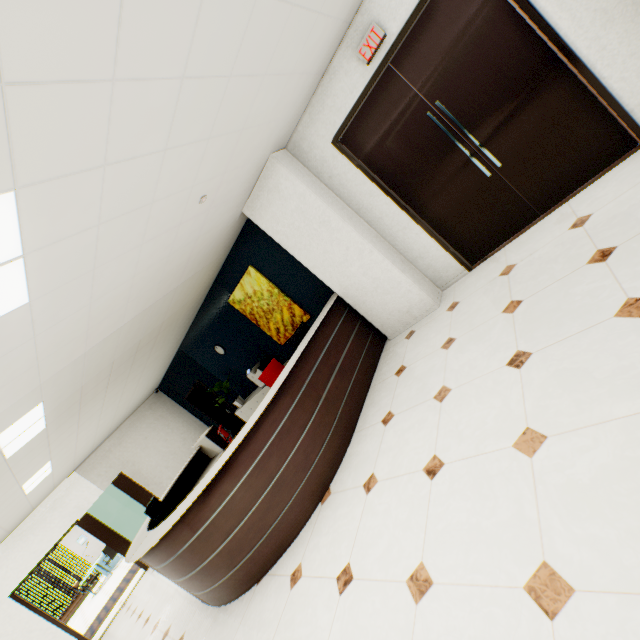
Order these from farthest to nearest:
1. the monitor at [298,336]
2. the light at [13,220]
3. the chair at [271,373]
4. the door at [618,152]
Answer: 1. the chair at [271,373]
2. the monitor at [298,336]
3. the door at [618,152]
4. the light at [13,220]

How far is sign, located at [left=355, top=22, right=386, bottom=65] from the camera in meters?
3.3

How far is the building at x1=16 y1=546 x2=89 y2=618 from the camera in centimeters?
4931cm

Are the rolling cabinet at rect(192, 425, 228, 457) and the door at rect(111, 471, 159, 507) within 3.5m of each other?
yes

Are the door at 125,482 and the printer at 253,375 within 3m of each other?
no

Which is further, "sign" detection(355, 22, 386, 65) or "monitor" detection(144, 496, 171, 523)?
"monitor" detection(144, 496, 171, 523)

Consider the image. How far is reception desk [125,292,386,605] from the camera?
3.3m

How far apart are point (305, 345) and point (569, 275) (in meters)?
2.78
